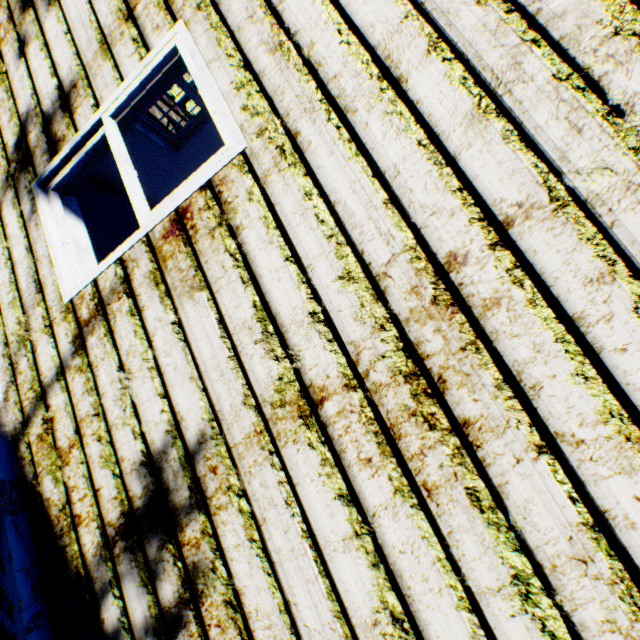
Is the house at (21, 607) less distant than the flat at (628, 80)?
No

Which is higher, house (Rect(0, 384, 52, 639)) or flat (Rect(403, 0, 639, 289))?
flat (Rect(403, 0, 639, 289))

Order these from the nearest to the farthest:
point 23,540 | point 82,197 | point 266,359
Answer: point 266,359
point 23,540
point 82,197

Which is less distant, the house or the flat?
the flat

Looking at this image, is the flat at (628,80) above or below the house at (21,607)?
above
